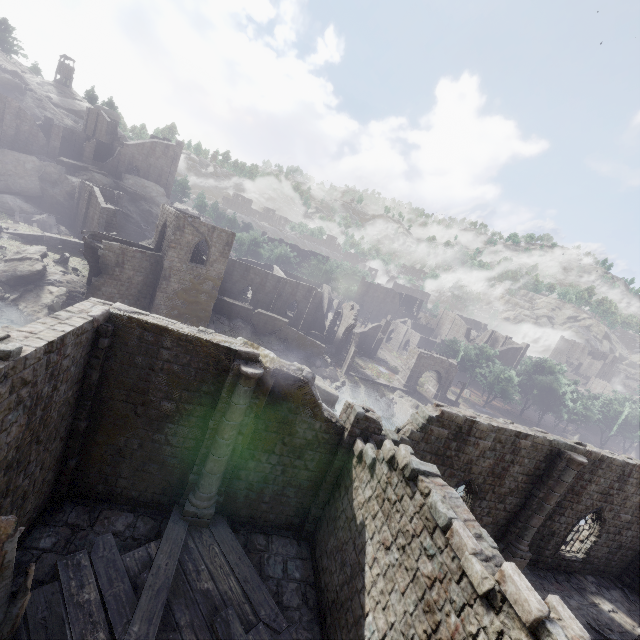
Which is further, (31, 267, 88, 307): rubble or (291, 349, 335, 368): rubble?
(291, 349, 335, 368): rubble

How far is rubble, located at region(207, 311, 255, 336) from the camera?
36.75m

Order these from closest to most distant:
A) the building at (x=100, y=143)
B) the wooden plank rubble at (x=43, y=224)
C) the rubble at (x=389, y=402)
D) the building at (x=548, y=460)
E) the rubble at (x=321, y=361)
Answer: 1. the building at (x=548, y=460)
2. the wooden plank rubble at (x=43, y=224)
3. the rubble at (x=389, y=402)
4. the rubble at (x=321, y=361)
5. the building at (x=100, y=143)

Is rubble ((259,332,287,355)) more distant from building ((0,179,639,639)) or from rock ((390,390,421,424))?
rock ((390,390,421,424))

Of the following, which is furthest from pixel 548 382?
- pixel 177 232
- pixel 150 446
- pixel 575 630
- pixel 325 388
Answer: pixel 150 446

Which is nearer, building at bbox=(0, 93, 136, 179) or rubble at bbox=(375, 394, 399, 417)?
rubble at bbox=(375, 394, 399, 417)

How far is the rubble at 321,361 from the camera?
41.8 meters

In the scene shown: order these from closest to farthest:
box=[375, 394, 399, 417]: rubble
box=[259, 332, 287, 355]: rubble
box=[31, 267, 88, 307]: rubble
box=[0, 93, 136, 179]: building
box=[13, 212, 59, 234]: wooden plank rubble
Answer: box=[31, 267, 88, 307]: rubble < box=[259, 332, 287, 355]: rubble < box=[13, 212, 59, 234]: wooden plank rubble < box=[375, 394, 399, 417]: rubble < box=[0, 93, 136, 179]: building
